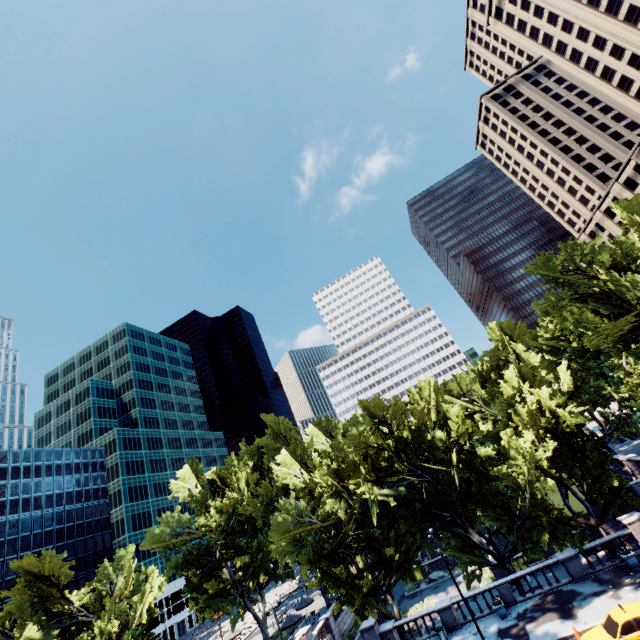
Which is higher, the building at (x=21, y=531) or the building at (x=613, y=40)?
the building at (x=613, y=40)

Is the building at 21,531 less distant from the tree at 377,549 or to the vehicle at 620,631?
the tree at 377,549

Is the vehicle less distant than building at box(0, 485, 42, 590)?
Yes

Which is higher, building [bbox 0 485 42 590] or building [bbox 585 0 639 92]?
building [bbox 585 0 639 92]

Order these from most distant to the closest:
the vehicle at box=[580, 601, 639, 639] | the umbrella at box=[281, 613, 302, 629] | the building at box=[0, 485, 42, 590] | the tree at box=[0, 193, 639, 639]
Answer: the building at box=[0, 485, 42, 590] → the umbrella at box=[281, 613, 302, 629] → the tree at box=[0, 193, 639, 639] → the vehicle at box=[580, 601, 639, 639]

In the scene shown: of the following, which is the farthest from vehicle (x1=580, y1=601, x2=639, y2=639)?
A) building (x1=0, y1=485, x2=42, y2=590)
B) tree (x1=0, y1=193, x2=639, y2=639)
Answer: building (x1=0, y1=485, x2=42, y2=590)

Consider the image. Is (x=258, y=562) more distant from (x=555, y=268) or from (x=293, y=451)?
(x=555, y=268)

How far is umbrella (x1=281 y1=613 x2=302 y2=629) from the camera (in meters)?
37.74
